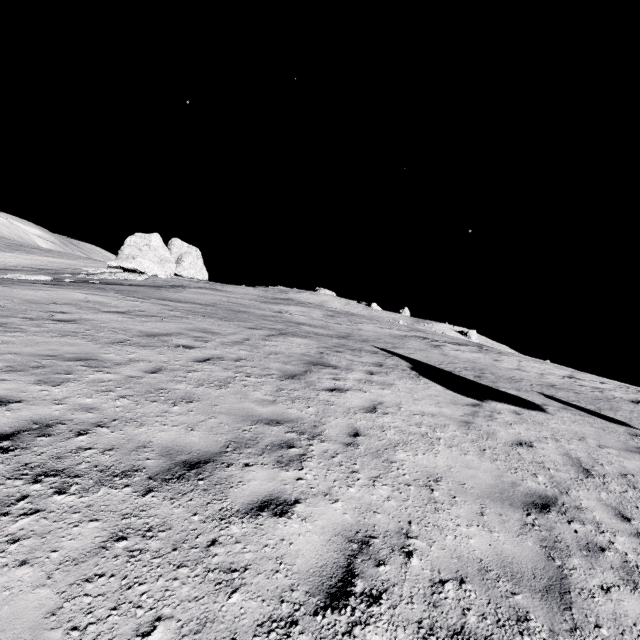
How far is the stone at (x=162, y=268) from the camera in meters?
36.5 m

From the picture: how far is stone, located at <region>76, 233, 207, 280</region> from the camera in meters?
36.5

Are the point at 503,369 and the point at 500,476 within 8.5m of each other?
no
